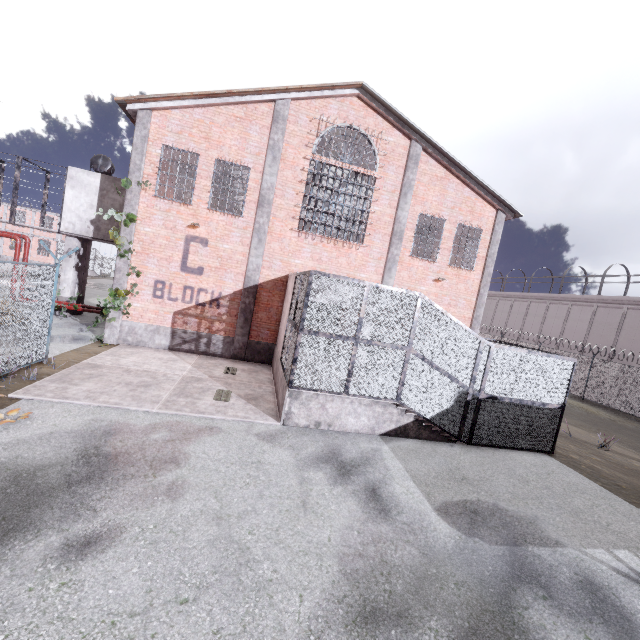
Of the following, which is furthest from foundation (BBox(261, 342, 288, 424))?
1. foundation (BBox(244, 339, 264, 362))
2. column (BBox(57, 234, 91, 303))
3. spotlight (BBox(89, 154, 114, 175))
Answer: spotlight (BBox(89, 154, 114, 175))

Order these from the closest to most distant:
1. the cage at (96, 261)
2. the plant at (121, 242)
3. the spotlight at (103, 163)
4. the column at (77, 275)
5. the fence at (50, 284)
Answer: the fence at (50, 284), the plant at (121, 242), the column at (77, 275), the spotlight at (103, 163), the cage at (96, 261)

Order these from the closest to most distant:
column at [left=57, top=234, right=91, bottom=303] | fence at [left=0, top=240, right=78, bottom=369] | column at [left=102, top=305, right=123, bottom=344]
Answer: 1. fence at [left=0, top=240, right=78, bottom=369]
2. column at [left=102, top=305, right=123, bottom=344]
3. column at [left=57, top=234, right=91, bottom=303]

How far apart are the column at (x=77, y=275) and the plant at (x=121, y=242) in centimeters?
478cm

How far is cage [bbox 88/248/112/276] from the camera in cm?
4366

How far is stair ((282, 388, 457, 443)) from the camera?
8.3 meters

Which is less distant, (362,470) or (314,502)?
(314,502)

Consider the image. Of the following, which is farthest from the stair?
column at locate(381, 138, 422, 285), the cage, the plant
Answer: the cage
